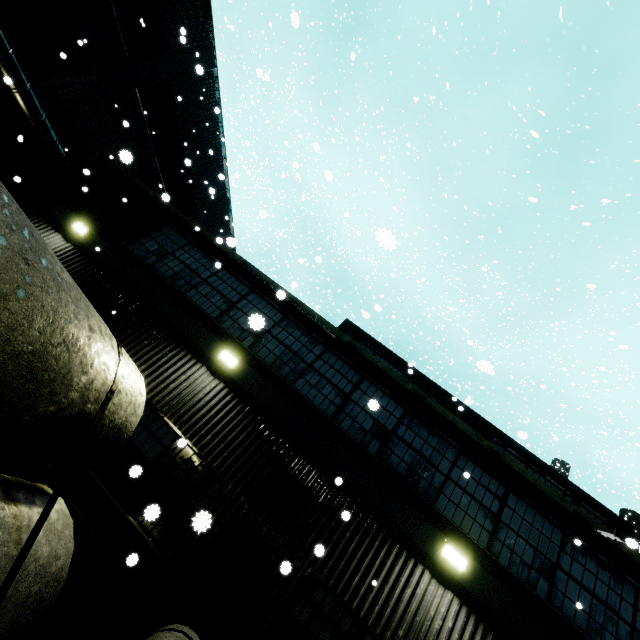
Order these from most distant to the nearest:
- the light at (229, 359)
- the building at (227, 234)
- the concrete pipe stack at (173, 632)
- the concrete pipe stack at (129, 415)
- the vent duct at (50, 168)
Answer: the vent duct at (50, 168) < the light at (229, 359) < the building at (227, 234) < the concrete pipe stack at (173, 632) < the concrete pipe stack at (129, 415)

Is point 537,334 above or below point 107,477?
above

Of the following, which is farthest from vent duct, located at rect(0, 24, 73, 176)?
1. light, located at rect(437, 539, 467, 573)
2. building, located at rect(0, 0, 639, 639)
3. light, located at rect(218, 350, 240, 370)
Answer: light, located at rect(437, 539, 467, 573)

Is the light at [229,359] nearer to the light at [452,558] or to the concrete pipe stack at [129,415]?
the concrete pipe stack at [129,415]

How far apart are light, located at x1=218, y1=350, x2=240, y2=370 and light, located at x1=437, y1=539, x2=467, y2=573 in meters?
5.4 m

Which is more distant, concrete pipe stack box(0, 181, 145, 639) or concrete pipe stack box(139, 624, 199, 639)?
concrete pipe stack box(139, 624, 199, 639)

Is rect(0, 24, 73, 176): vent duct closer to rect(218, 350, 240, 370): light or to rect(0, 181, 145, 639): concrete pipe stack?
rect(0, 181, 145, 639): concrete pipe stack

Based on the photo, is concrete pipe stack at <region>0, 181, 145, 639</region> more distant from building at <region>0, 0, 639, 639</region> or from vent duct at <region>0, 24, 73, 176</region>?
vent duct at <region>0, 24, 73, 176</region>
